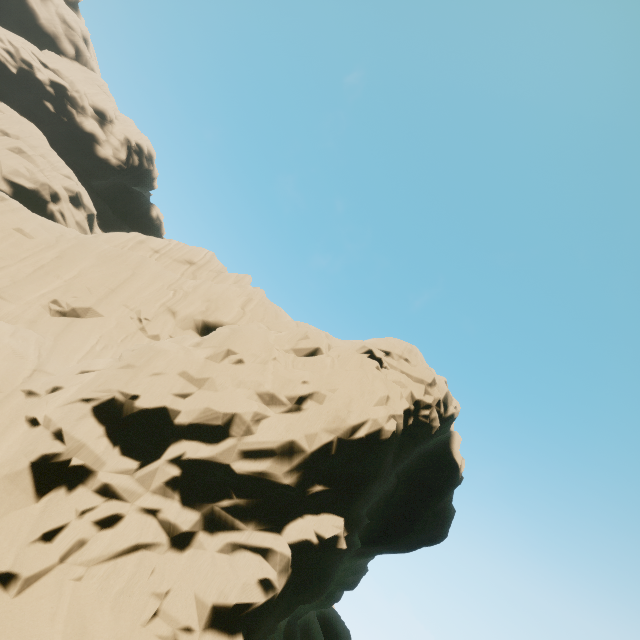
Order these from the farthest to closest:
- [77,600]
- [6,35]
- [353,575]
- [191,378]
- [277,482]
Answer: [6,35] < [353,575] < [191,378] < [277,482] < [77,600]
